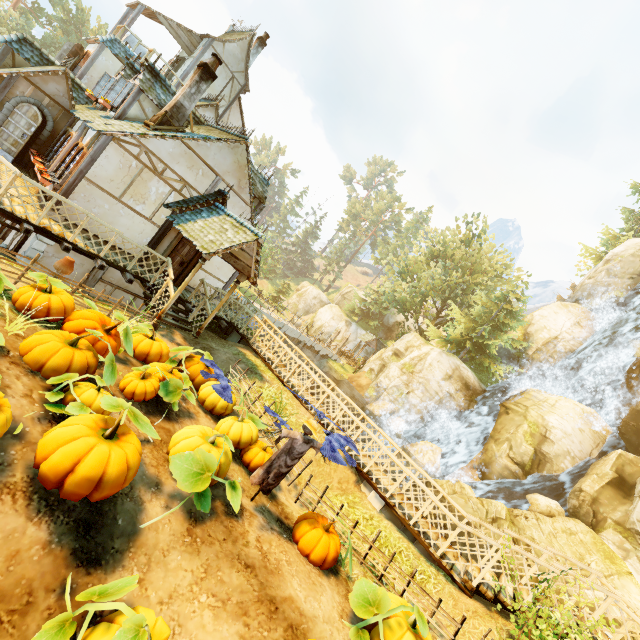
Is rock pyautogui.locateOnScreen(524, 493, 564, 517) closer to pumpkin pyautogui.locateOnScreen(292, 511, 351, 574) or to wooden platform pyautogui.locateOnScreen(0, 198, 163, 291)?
wooden platform pyautogui.locateOnScreen(0, 198, 163, 291)

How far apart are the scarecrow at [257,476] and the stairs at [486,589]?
4.8m

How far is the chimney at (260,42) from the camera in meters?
21.2 m

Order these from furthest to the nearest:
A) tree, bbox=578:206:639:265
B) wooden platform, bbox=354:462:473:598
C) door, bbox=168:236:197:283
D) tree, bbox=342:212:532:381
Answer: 1. tree, bbox=578:206:639:265
2. tree, bbox=342:212:532:381
3. door, bbox=168:236:197:283
4. wooden platform, bbox=354:462:473:598

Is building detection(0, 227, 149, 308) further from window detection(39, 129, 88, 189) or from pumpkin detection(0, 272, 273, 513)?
pumpkin detection(0, 272, 273, 513)

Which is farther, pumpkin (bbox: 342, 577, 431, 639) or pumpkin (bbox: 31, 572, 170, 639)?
pumpkin (bbox: 342, 577, 431, 639)

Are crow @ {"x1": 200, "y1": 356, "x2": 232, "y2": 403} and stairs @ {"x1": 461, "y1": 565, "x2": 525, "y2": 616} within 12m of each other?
yes

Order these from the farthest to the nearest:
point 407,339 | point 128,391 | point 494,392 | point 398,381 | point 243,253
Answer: point 407,339 → point 398,381 → point 494,392 → point 243,253 → point 128,391
